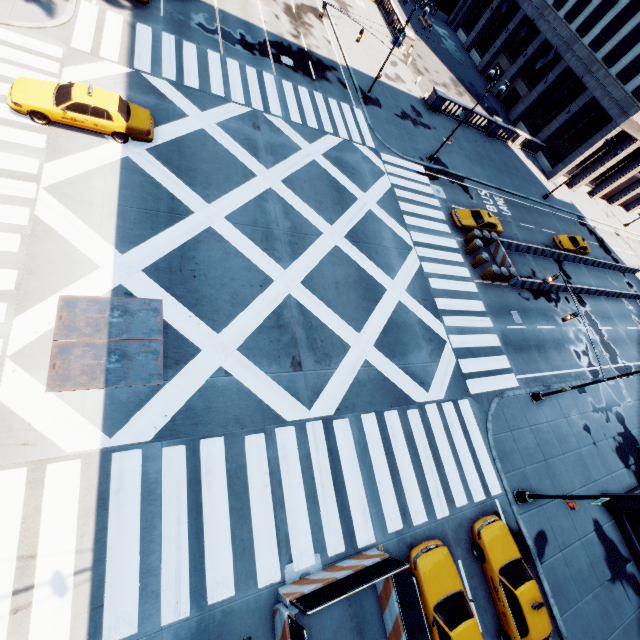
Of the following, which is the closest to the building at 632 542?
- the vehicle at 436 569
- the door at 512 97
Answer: the vehicle at 436 569

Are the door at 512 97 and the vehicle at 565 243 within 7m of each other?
no

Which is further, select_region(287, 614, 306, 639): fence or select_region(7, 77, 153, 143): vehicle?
select_region(7, 77, 153, 143): vehicle

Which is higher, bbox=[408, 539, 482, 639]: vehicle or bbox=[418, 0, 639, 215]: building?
bbox=[418, 0, 639, 215]: building

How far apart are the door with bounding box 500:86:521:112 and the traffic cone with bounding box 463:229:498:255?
35.40m

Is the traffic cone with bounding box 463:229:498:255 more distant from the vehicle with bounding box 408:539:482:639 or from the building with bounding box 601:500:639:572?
the vehicle with bounding box 408:539:482:639

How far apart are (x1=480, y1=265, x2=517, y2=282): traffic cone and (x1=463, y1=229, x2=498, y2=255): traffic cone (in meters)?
2.71

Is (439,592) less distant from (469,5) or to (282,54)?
(282,54)
